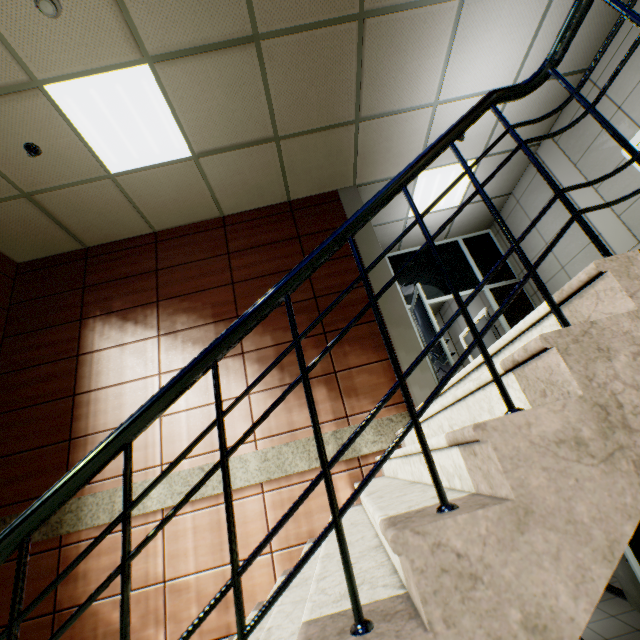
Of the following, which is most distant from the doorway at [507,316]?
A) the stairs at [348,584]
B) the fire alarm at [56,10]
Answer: the fire alarm at [56,10]

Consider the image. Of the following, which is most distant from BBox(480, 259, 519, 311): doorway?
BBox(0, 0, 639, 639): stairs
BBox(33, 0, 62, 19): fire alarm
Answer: BBox(33, 0, 62, 19): fire alarm

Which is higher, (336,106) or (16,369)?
(336,106)

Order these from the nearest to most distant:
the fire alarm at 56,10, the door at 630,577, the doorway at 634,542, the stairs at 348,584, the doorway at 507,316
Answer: the stairs at 348,584 → the fire alarm at 56,10 → the doorway at 634,542 → the door at 630,577 → the doorway at 507,316

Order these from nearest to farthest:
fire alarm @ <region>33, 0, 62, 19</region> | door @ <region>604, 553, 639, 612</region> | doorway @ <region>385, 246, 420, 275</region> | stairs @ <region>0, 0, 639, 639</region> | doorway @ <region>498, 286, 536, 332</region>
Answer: stairs @ <region>0, 0, 639, 639</region>, fire alarm @ <region>33, 0, 62, 19</region>, door @ <region>604, 553, 639, 612</region>, doorway @ <region>498, 286, 536, 332</region>, doorway @ <region>385, 246, 420, 275</region>

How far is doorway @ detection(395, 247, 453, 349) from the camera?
5.18m

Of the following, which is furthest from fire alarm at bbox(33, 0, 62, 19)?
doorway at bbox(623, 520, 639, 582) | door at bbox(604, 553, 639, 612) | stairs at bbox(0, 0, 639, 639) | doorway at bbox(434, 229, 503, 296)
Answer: door at bbox(604, 553, 639, 612)

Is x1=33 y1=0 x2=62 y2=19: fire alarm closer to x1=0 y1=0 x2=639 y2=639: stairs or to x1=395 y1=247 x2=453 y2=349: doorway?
x1=0 y1=0 x2=639 y2=639: stairs
